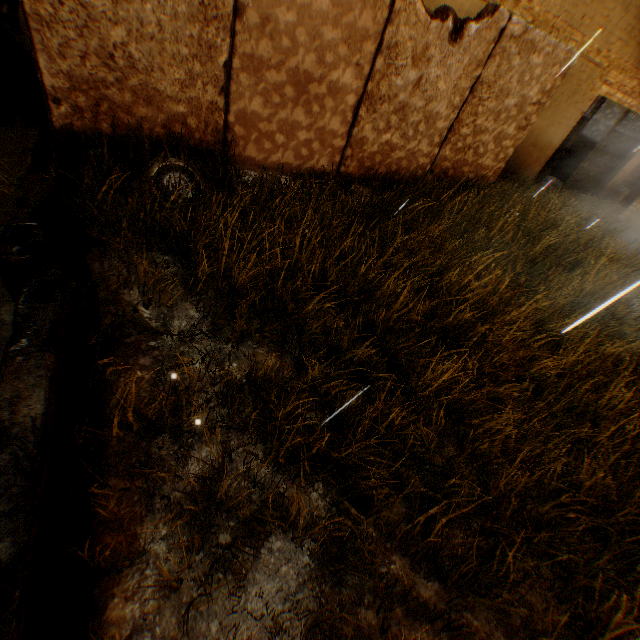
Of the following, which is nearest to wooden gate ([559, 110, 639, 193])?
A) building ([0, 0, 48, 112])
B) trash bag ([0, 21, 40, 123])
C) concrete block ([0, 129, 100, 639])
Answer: building ([0, 0, 48, 112])

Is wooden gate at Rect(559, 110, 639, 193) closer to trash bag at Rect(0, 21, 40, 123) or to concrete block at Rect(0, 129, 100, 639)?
concrete block at Rect(0, 129, 100, 639)

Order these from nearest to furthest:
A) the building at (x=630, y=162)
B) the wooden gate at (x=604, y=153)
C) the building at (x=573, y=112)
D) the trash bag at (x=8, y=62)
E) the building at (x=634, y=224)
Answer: the trash bag at (x=8, y=62) < the building at (x=573, y=112) < the building at (x=634, y=224) < the wooden gate at (x=604, y=153) < the building at (x=630, y=162)

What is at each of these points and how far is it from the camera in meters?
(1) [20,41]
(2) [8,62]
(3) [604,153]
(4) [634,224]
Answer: (1) building, 4.7 m
(2) trash bag, 4.5 m
(3) wooden gate, 11.7 m
(4) building, 8.9 m

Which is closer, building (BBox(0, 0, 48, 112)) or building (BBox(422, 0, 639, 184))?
building (BBox(0, 0, 48, 112))

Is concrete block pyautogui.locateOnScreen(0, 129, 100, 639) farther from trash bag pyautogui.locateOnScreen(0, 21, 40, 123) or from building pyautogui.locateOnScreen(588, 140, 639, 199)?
trash bag pyautogui.locateOnScreen(0, 21, 40, 123)

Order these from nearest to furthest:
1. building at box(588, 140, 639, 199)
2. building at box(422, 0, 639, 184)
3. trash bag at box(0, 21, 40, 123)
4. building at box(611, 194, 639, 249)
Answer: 1. trash bag at box(0, 21, 40, 123)
2. building at box(422, 0, 639, 184)
3. building at box(611, 194, 639, 249)
4. building at box(588, 140, 639, 199)

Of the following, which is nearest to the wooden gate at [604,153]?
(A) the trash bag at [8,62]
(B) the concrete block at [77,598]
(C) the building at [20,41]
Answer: (C) the building at [20,41]
